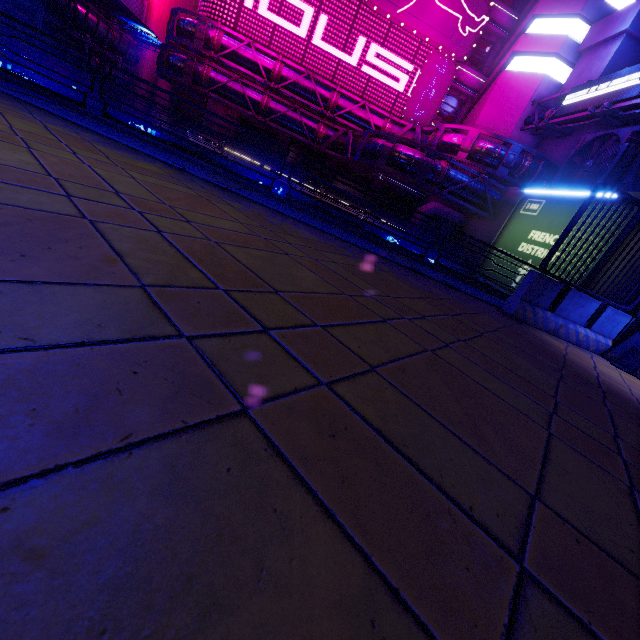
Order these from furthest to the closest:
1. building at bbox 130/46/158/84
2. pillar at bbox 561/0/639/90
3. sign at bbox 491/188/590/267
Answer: building at bbox 130/46/158/84 → pillar at bbox 561/0/639/90 → sign at bbox 491/188/590/267

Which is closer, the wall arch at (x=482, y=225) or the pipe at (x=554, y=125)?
the pipe at (x=554, y=125)

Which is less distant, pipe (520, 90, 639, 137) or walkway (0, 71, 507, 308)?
walkway (0, 71, 507, 308)

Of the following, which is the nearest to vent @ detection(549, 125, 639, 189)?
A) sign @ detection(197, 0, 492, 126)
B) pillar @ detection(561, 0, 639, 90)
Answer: pillar @ detection(561, 0, 639, 90)

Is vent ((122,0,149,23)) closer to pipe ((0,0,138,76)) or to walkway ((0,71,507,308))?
pipe ((0,0,138,76))

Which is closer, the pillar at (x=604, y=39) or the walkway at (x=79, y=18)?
the pillar at (x=604, y=39)

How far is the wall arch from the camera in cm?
2107

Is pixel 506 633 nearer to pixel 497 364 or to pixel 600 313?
pixel 497 364
